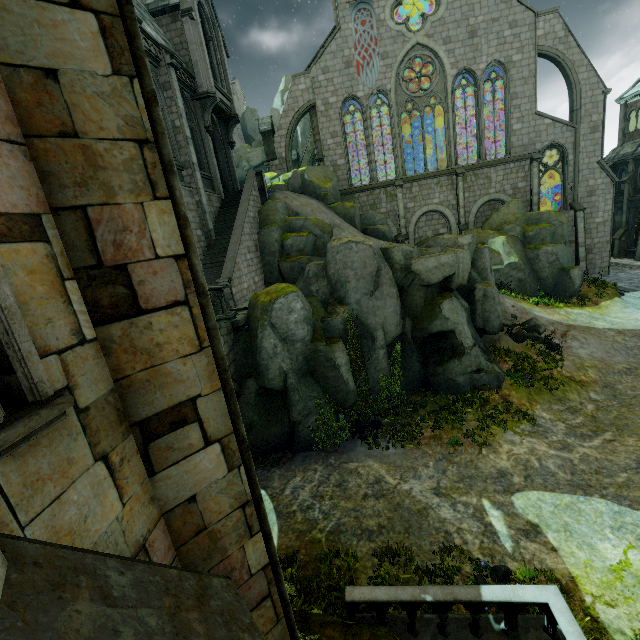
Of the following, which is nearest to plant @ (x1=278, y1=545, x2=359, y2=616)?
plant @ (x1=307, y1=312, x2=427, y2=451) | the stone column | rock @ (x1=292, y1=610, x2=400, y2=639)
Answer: rock @ (x1=292, y1=610, x2=400, y2=639)

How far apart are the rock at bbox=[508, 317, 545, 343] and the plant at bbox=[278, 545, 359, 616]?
15.11m

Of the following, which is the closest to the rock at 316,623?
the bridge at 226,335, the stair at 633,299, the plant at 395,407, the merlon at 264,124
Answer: the bridge at 226,335

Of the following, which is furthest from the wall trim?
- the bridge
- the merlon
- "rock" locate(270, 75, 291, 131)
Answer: the merlon

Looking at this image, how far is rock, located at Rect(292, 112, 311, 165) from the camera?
43.88m

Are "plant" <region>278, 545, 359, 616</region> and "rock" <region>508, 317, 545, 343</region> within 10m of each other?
no

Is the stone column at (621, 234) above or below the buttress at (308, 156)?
below

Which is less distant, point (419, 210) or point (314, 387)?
point (314, 387)
